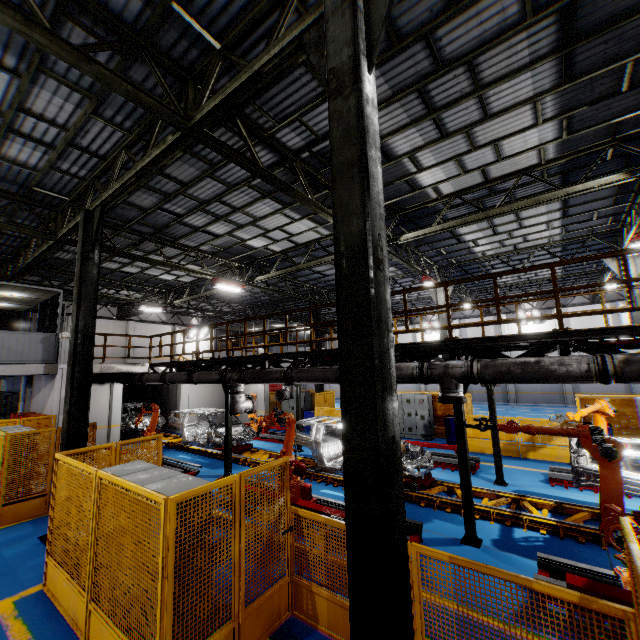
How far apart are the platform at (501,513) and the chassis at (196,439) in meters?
0.0 m

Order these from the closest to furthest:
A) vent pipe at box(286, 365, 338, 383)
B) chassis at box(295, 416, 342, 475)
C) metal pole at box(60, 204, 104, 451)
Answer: metal pole at box(60, 204, 104, 451) < vent pipe at box(286, 365, 338, 383) < chassis at box(295, 416, 342, 475)

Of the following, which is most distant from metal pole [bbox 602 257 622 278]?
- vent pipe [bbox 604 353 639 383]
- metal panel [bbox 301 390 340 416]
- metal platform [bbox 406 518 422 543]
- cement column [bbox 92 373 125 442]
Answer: cement column [bbox 92 373 125 442]

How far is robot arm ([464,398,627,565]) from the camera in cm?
472

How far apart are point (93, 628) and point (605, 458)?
7.67m

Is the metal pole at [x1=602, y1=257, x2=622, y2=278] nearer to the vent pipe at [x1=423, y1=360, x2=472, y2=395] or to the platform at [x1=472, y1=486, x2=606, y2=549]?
the platform at [x1=472, y1=486, x2=606, y2=549]

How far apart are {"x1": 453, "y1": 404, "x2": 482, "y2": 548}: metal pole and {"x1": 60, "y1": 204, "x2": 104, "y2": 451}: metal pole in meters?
8.3 m

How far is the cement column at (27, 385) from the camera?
14.4 meters
